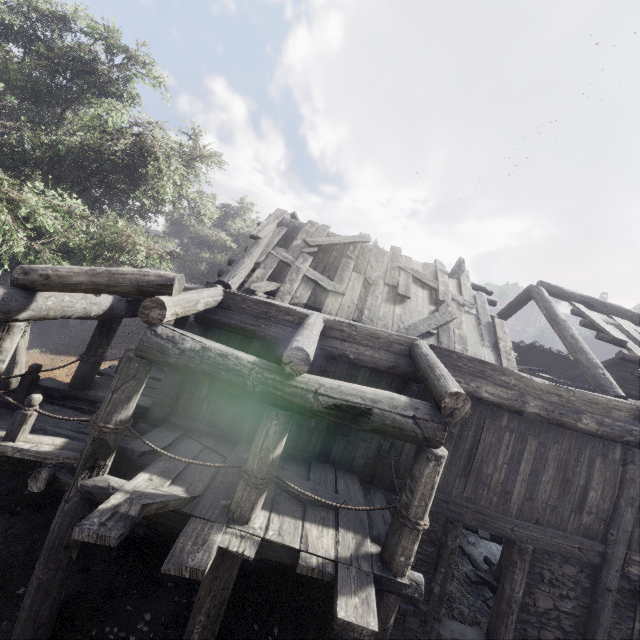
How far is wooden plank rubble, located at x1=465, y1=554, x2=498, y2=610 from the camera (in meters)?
8.88

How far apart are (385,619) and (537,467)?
4.3m

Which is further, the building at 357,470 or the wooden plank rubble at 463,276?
the wooden plank rubble at 463,276

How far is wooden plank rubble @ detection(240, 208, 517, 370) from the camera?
7.9m

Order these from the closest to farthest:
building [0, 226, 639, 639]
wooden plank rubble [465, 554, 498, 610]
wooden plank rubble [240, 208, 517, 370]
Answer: building [0, 226, 639, 639], wooden plank rubble [240, 208, 517, 370], wooden plank rubble [465, 554, 498, 610]

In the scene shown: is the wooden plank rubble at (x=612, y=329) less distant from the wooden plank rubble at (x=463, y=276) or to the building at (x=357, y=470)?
the building at (x=357, y=470)

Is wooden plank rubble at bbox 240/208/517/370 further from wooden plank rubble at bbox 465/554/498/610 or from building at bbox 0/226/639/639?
wooden plank rubble at bbox 465/554/498/610

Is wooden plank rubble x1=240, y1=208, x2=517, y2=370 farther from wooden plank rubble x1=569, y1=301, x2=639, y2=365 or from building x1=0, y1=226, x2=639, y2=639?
wooden plank rubble x1=569, y1=301, x2=639, y2=365
